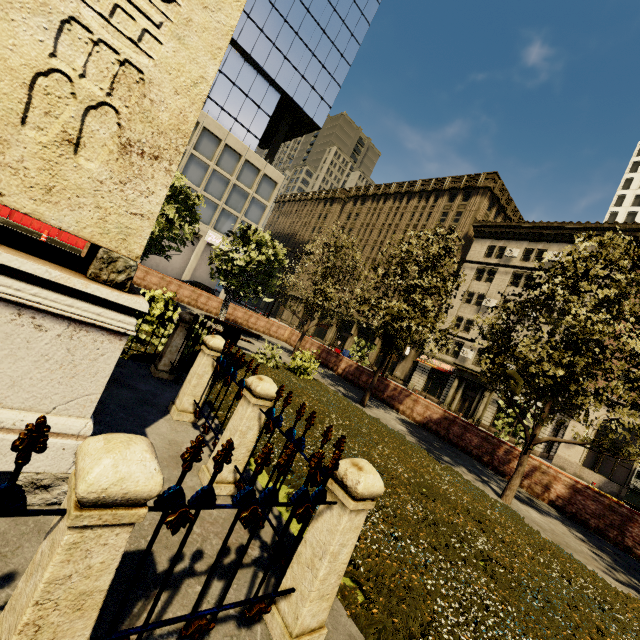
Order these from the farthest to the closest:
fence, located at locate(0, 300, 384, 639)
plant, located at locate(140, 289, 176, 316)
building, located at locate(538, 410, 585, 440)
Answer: building, located at locate(538, 410, 585, 440)
plant, located at locate(140, 289, 176, 316)
fence, located at locate(0, 300, 384, 639)

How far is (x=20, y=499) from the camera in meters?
1.2 m

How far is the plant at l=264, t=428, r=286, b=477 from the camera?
4.80m

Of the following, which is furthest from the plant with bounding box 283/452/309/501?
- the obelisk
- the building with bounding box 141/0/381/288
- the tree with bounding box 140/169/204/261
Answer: the building with bounding box 141/0/381/288

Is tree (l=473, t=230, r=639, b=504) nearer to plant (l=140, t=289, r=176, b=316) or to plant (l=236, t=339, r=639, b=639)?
plant (l=236, t=339, r=639, b=639)

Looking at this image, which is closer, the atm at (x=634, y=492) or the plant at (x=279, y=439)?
the plant at (x=279, y=439)

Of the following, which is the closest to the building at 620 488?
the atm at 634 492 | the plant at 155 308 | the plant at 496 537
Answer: the atm at 634 492

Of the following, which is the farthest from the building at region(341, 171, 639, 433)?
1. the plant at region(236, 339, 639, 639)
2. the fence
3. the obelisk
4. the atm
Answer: the obelisk
